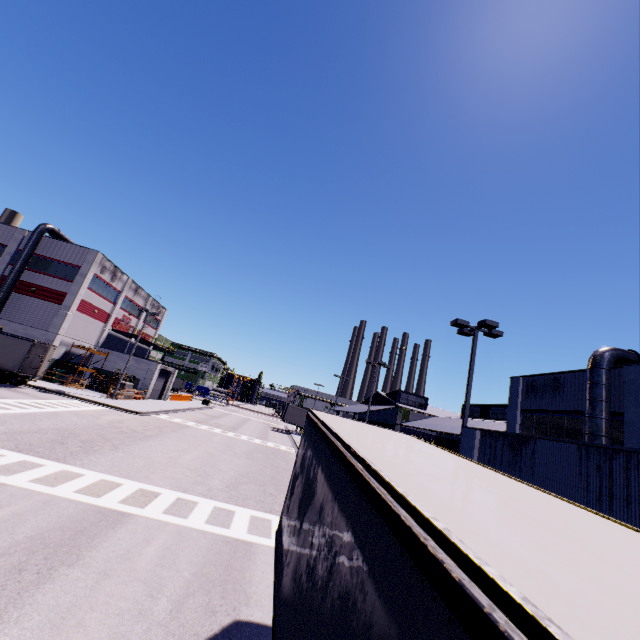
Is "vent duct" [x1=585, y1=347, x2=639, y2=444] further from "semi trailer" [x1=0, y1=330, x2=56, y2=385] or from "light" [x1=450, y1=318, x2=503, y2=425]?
"light" [x1=450, y1=318, x2=503, y2=425]

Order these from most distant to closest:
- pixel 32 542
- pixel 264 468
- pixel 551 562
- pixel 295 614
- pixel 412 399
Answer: pixel 412 399, pixel 264 468, pixel 32 542, pixel 295 614, pixel 551 562

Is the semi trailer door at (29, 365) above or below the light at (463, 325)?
below

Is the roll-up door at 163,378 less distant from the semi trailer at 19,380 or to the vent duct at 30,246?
the semi trailer at 19,380

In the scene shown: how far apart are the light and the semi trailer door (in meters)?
30.67

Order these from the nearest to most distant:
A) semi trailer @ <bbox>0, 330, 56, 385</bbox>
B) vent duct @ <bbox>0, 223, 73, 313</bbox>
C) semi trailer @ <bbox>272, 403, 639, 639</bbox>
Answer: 1. semi trailer @ <bbox>272, 403, 639, 639</bbox>
2. semi trailer @ <bbox>0, 330, 56, 385</bbox>
3. vent duct @ <bbox>0, 223, 73, 313</bbox>

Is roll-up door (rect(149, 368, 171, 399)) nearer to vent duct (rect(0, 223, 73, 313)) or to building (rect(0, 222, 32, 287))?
building (rect(0, 222, 32, 287))

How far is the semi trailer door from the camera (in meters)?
25.96
